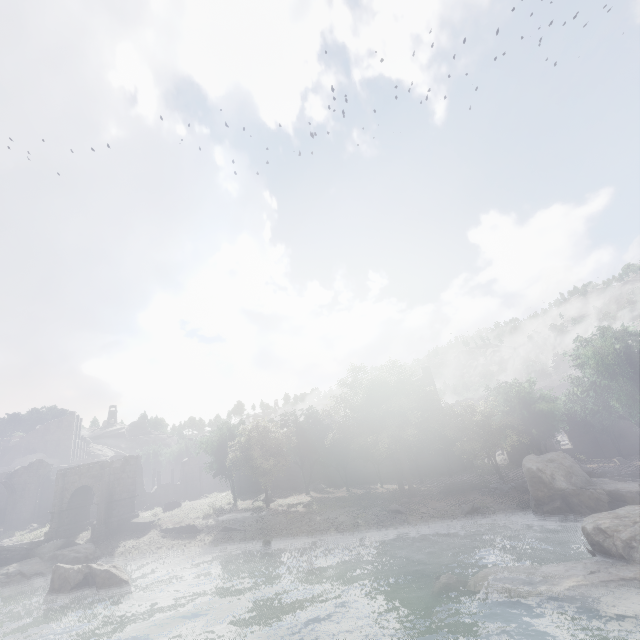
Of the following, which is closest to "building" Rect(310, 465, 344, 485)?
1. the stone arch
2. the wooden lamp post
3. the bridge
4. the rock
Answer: the stone arch

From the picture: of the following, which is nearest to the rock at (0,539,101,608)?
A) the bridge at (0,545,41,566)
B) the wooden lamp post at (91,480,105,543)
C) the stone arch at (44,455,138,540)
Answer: the bridge at (0,545,41,566)

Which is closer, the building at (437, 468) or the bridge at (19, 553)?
the bridge at (19, 553)

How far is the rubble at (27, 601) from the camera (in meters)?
19.90

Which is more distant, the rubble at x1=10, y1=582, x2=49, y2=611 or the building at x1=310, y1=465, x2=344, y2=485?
the building at x1=310, y1=465, x2=344, y2=485

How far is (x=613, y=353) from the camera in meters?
26.5 m

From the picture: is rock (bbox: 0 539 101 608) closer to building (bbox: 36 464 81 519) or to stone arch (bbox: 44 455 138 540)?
stone arch (bbox: 44 455 138 540)

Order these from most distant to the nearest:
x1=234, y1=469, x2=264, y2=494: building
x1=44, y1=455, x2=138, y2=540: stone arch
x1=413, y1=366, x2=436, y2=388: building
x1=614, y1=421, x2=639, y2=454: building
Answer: x1=413, y1=366, x2=436, y2=388: building
x1=234, y1=469, x2=264, y2=494: building
x1=614, y1=421, x2=639, y2=454: building
x1=44, y1=455, x2=138, y2=540: stone arch
